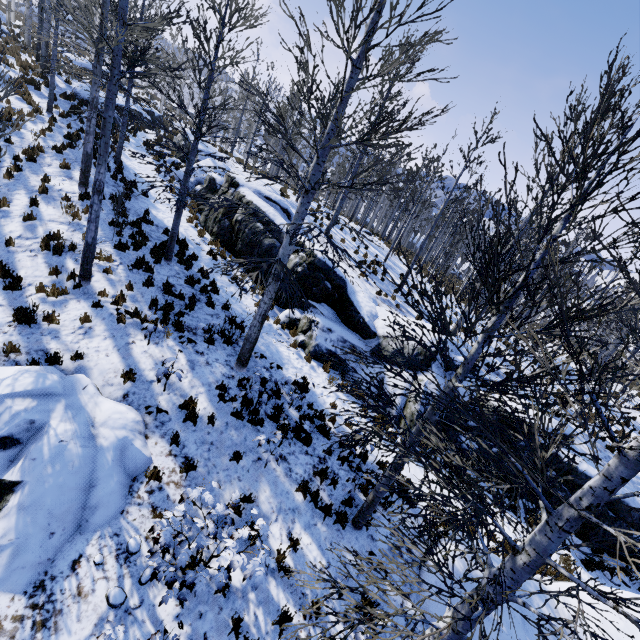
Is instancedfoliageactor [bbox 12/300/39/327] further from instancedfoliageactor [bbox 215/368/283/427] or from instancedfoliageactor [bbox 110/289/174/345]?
instancedfoliageactor [bbox 215/368/283/427]

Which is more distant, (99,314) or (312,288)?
(312,288)

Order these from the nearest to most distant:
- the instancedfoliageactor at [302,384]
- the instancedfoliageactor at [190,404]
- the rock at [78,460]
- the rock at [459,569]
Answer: the rock at [78,460], the rock at [459,569], the instancedfoliageactor at [190,404], the instancedfoliageactor at [302,384]

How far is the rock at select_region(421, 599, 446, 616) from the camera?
5.7m

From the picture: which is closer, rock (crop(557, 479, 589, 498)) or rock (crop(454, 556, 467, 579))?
rock (crop(454, 556, 467, 579))

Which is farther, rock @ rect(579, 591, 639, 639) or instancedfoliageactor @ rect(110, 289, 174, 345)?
instancedfoliageactor @ rect(110, 289, 174, 345)

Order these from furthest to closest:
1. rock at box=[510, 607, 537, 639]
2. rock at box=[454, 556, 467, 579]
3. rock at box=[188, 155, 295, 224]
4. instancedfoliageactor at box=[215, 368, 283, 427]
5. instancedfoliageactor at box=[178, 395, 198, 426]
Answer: rock at box=[188, 155, 295, 224] < instancedfoliageactor at box=[215, 368, 283, 427] < instancedfoliageactor at box=[178, 395, 198, 426] < rock at box=[454, 556, 467, 579] < rock at box=[510, 607, 537, 639]

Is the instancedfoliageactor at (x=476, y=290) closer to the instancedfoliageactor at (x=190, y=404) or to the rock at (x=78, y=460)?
the rock at (x=78, y=460)
